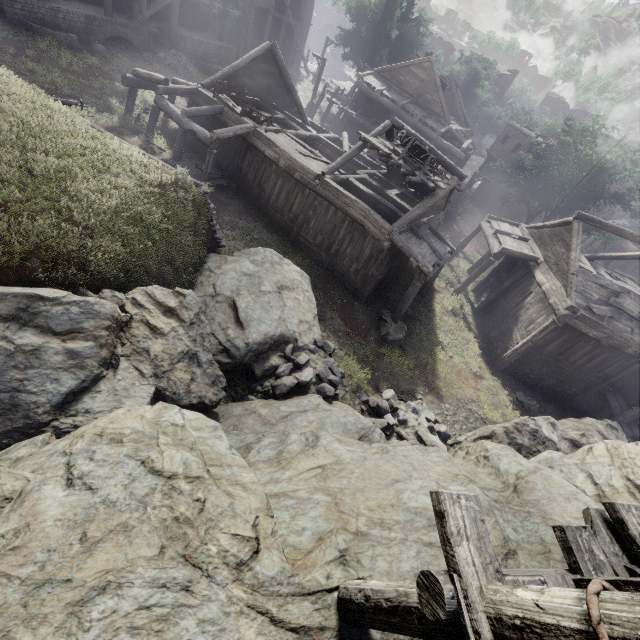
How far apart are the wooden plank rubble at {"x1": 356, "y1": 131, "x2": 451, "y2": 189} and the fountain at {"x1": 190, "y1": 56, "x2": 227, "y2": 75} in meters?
17.8 m

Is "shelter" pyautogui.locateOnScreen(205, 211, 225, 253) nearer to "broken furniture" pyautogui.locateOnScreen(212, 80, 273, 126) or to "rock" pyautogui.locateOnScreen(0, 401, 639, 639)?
"rock" pyautogui.locateOnScreen(0, 401, 639, 639)

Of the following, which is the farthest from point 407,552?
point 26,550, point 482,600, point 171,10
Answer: point 171,10

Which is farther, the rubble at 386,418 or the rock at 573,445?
the rubble at 386,418

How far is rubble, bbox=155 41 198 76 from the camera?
23.48m

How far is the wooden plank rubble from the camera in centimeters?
1457cm

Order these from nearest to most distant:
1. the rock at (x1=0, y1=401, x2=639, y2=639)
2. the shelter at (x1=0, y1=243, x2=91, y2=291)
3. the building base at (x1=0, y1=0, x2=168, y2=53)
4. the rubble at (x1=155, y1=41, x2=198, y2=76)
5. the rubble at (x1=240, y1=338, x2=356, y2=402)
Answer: the rock at (x1=0, y1=401, x2=639, y2=639), the shelter at (x1=0, y1=243, x2=91, y2=291), the rubble at (x1=240, y1=338, x2=356, y2=402), the building base at (x1=0, y1=0, x2=168, y2=53), the rubble at (x1=155, y1=41, x2=198, y2=76)

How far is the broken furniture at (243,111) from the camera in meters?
16.9
